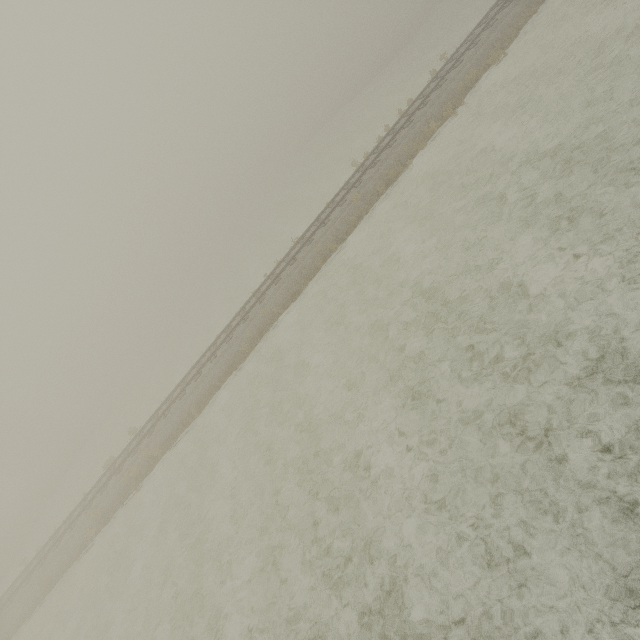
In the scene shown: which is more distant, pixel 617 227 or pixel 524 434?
pixel 617 227
